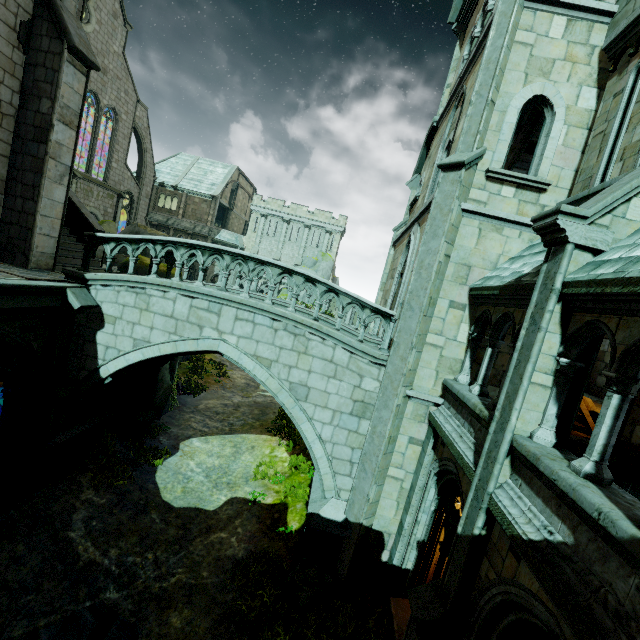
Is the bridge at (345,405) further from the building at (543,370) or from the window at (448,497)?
the window at (448,497)

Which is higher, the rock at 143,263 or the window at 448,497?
the rock at 143,263

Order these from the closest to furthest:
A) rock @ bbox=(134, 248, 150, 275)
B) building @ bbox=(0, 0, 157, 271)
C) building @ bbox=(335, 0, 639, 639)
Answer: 1. building @ bbox=(335, 0, 639, 639)
2. building @ bbox=(0, 0, 157, 271)
3. rock @ bbox=(134, 248, 150, 275)

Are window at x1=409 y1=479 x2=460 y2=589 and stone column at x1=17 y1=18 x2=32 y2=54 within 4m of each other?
no

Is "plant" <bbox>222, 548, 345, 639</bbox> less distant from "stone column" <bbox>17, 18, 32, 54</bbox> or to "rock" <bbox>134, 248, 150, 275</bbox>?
"rock" <bbox>134, 248, 150, 275</bbox>

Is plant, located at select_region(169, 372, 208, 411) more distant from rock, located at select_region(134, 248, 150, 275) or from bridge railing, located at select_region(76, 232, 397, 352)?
bridge railing, located at select_region(76, 232, 397, 352)

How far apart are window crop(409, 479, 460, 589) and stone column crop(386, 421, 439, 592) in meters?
0.0

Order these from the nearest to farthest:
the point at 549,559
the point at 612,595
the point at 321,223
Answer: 1. the point at 612,595
2. the point at 549,559
3. the point at 321,223
